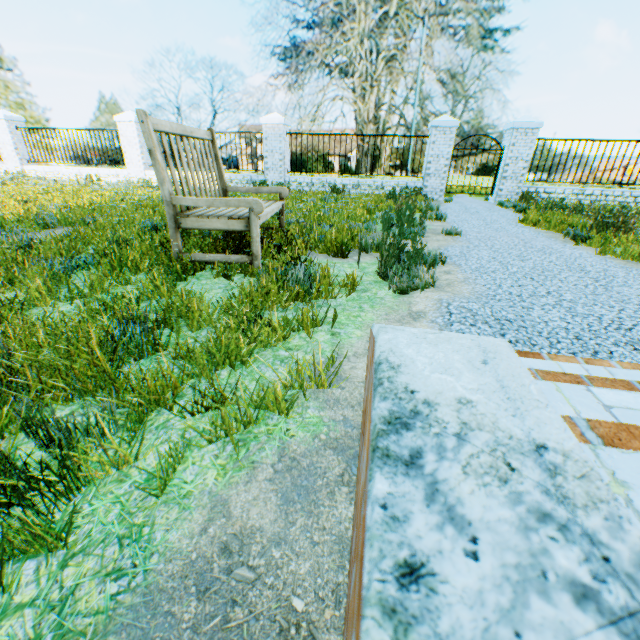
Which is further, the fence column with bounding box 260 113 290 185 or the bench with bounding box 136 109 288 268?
the fence column with bounding box 260 113 290 185

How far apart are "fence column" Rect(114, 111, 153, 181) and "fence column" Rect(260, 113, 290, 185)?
4.7 meters

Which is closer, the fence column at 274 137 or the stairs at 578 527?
the stairs at 578 527

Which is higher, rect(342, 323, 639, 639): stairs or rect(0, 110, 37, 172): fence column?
rect(0, 110, 37, 172): fence column

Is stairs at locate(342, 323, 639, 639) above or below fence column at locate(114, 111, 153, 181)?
below

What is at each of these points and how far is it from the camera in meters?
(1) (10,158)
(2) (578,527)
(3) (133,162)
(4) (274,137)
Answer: (1) fence column, 13.1 m
(2) stairs, 0.3 m
(3) fence column, 12.3 m
(4) fence column, 11.1 m

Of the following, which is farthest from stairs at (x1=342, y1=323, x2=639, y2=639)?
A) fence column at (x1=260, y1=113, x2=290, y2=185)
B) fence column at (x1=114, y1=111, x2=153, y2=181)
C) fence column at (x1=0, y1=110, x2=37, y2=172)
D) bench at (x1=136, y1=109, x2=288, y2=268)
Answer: fence column at (x1=0, y1=110, x2=37, y2=172)

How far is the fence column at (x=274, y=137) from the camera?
10.9m
